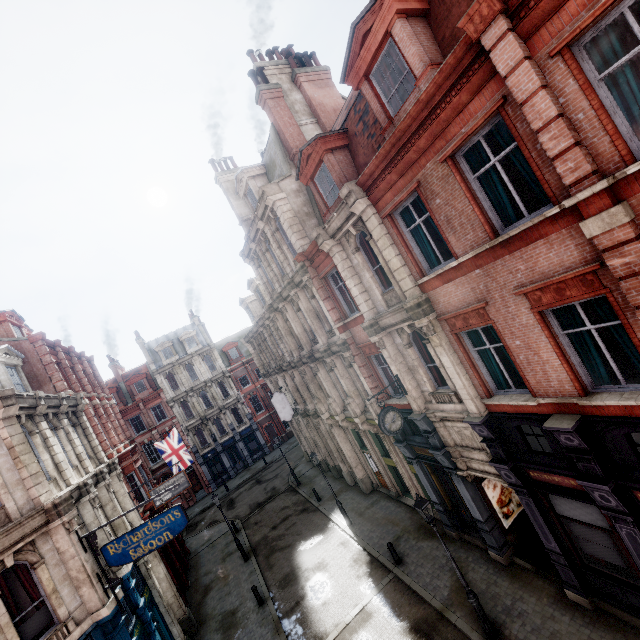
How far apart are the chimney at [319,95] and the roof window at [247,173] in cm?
234

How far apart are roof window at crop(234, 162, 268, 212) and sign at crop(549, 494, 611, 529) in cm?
1719

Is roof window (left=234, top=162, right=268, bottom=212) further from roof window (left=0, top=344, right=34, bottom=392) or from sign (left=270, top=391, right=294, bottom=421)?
roof window (left=0, top=344, right=34, bottom=392)

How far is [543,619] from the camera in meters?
9.6

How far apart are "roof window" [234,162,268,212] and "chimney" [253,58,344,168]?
2.3m

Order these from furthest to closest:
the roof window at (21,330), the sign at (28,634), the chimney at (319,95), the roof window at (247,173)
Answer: the roof window at (21,330) → the roof window at (247,173) → the chimney at (319,95) → the sign at (28,634)

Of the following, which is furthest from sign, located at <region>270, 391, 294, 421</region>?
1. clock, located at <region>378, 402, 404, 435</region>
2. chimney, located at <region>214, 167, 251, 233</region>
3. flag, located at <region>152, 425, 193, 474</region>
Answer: clock, located at <region>378, 402, 404, 435</region>

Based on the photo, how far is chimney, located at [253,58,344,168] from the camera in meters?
15.8
